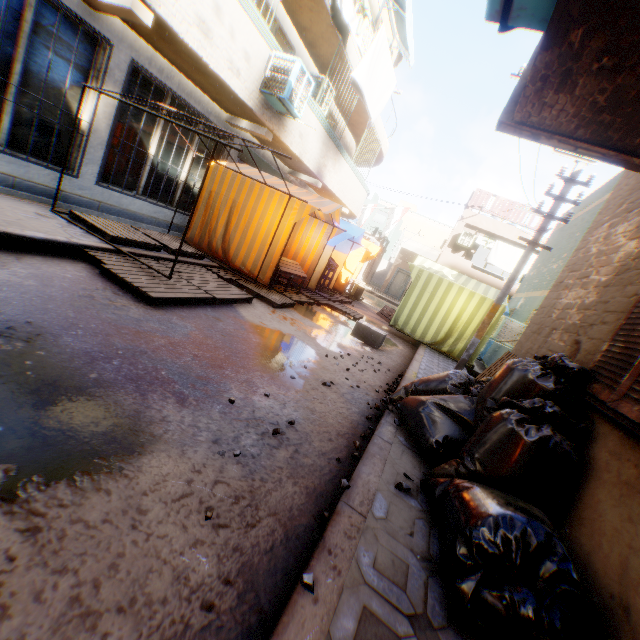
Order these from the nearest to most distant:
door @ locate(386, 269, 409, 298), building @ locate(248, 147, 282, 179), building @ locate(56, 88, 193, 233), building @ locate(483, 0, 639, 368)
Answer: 1. building @ locate(483, 0, 639, 368)
2. building @ locate(56, 88, 193, 233)
3. building @ locate(248, 147, 282, 179)
4. door @ locate(386, 269, 409, 298)

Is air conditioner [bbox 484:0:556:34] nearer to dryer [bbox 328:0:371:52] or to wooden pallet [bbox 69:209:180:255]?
dryer [bbox 328:0:371:52]

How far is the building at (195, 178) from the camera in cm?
844

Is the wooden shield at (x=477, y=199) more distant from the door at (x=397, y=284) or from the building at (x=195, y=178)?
the door at (x=397, y=284)

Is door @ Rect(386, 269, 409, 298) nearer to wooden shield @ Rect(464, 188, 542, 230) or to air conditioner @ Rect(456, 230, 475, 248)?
air conditioner @ Rect(456, 230, 475, 248)

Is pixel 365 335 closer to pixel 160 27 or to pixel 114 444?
pixel 114 444

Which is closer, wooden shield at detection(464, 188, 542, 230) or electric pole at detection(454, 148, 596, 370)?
electric pole at detection(454, 148, 596, 370)

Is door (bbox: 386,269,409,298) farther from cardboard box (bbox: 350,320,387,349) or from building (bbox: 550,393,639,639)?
cardboard box (bbox: 350,320,387,349)
